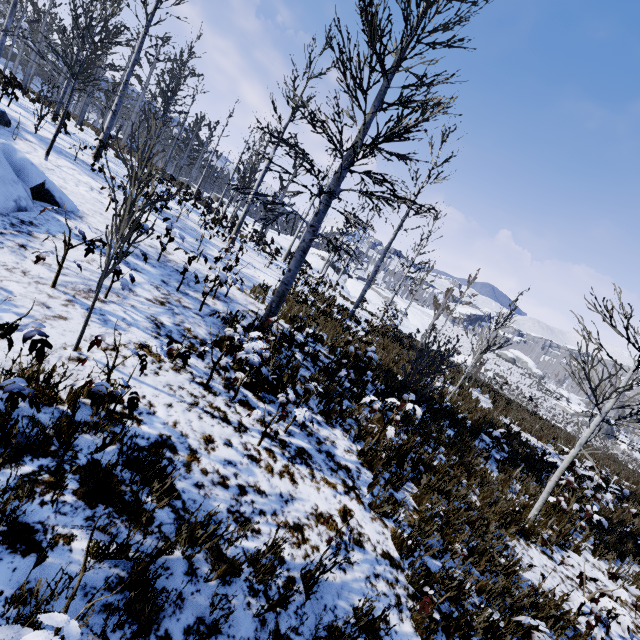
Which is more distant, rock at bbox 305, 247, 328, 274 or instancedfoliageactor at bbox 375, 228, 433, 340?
rock at bbox 305, 247, 328, 274

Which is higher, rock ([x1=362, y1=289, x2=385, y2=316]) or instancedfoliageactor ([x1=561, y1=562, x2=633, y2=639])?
rock ([x1=362, y1=289, x2=385, y2=316])

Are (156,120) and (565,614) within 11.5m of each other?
no

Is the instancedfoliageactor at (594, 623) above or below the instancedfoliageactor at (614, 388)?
below

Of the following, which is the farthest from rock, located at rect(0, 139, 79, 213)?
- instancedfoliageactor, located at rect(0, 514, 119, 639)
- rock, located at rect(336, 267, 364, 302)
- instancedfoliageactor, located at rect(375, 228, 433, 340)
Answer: rock, located at rect(336, 267, 364, 302)

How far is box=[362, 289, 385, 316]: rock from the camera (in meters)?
34.28

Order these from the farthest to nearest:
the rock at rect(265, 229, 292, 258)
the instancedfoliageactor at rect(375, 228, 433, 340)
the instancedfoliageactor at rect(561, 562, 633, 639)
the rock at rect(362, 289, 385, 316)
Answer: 1. the rock at rect(362, 289, 385, 316)
2. the rock at rect(265, 229, 292, 258)
3. the instancedfoliageactor at rect(375, 228, 433, 340)
4. the instancedfoliageactor at rect(561, 562, 633, 639)

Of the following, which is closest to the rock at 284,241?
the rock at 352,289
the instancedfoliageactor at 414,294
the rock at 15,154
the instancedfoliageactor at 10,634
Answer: the rock at 352,289
